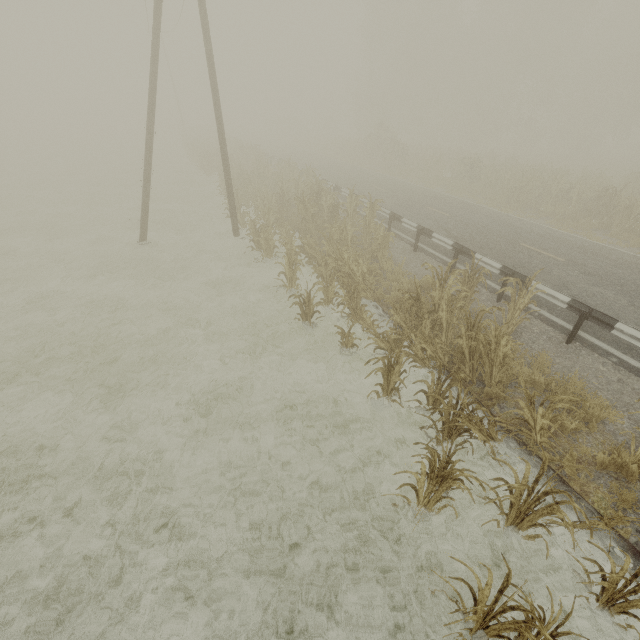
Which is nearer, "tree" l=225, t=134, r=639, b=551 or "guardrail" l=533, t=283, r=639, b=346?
"tree" l=225, t=134, r=639, b=551

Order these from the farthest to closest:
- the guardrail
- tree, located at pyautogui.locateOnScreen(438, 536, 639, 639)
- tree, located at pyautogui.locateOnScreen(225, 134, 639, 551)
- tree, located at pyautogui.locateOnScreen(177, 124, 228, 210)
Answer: tree, located at pyautogui.locateOnScreen(177, 124, 228, 210) < the guardrail < tree, located at pyautogui.locateOnScreen(225, 134, 639, 551) < tree, located at pyautogui.locateOnScreen(438, 536, 639, 639)

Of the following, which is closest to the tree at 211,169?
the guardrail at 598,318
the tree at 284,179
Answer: the guardrail at 598,318

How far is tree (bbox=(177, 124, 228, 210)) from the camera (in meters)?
23.95

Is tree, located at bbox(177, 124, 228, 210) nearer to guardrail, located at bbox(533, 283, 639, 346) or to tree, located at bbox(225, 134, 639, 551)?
guardrail, located at bbox(533, 283, 639, 346)

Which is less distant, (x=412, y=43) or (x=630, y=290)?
(x=630, y=290)
